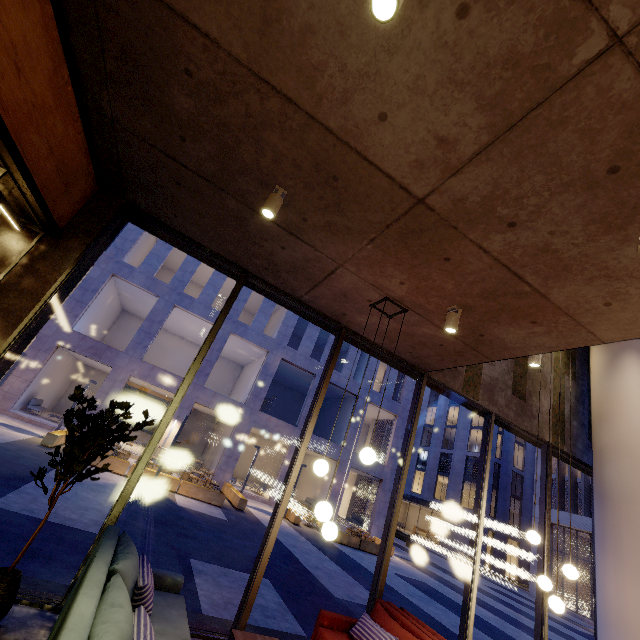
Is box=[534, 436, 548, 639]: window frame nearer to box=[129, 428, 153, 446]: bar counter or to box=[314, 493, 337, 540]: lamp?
box=[314, 493, 337, 540]: lamp

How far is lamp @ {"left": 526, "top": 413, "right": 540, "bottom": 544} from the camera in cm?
509

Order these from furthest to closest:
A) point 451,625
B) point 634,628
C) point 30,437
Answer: point 30,437
point 451,625
point 634,628

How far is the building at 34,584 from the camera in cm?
357

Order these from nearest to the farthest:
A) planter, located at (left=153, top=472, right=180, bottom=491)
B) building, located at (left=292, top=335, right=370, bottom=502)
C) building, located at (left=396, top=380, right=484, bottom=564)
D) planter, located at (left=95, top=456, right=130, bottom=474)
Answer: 1. planter, located at (left=95, top=456, right=130, bottom=474)
2. planter, located at (left=153, top=472, right=180, bottom=491)
3. building, located at (left=292, top=335, right=370, bottom=502)
4. building, located at (left=396, top=380, right=484, bottom=564)

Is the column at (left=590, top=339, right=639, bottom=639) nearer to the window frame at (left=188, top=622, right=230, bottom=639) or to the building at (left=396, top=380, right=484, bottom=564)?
the window frame at (left=188, top=622, right=230, bottom=639)

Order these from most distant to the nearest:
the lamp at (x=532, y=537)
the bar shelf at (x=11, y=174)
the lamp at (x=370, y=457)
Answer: the lamp at (x=532, y=537), the lamp at (x=370, y=457), the bar shelf at (x=11, y=174)

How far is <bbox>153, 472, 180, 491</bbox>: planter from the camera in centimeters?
1310cm
